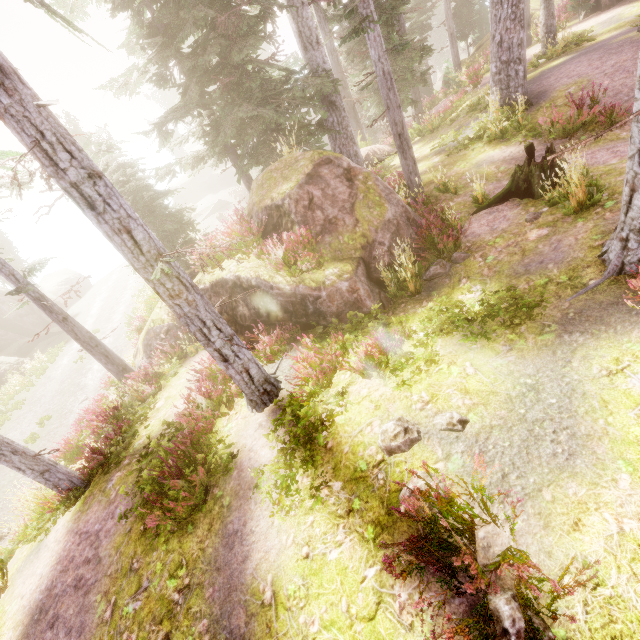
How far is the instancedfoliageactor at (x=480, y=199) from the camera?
8.64m

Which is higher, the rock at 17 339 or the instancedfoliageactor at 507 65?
the instancedfoliageactor at 507 65

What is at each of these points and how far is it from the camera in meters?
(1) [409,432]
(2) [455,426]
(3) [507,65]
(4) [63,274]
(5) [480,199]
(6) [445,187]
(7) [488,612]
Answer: (1) instancedfoliageactor, 4.5
(2) instancedfoliageactor, 4.4
(3) instancedfoliageactor, 11.5
(4) rock, 41.8
(5) instancedfoliageactor, 9.0
(6) instancedfoliageactor, 10.9
(7) instancedfoliageactor, 3.0

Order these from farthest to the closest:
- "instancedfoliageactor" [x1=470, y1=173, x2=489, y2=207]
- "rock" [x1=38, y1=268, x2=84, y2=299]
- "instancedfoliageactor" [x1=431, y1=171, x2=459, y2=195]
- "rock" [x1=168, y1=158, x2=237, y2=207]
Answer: "rock" [x1=168, y1=158, x2=237, y2=207]
"rock" [x1=38, y1=268, x2=84, y2=299]
"instancedfoliageactor" [x1=431, y1=171, x2=459, y2=195]
"instancedfoliageactor" [x1=470, y1=173, x2=489, y2=207]

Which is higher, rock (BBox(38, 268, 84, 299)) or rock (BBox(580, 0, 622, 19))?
rock (BBox(580, 0, 622, 19))

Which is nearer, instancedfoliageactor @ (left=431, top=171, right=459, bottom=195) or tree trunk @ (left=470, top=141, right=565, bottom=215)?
tree trunk @ (left=470, top=141, right=565, bottom=215)

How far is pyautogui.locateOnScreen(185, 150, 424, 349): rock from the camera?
7.8m

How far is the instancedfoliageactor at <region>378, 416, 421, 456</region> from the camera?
4.4 meters
